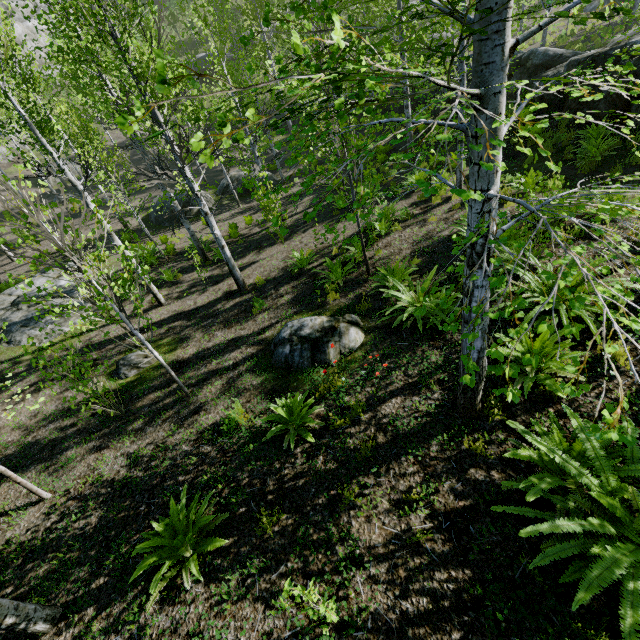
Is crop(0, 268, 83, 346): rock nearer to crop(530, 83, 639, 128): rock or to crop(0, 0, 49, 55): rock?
crop(530, 83, 639, 128): rock

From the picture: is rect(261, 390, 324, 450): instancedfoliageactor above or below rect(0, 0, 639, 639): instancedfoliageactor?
below

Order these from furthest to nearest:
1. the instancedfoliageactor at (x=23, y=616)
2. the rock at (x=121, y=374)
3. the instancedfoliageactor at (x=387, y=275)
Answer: the rock at (x=121, y=374)
the instancedfoliageactor at (x=23, y=616)
the instancedfoliageactor at (x=387, y=275)

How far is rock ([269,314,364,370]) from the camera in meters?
6.1 m

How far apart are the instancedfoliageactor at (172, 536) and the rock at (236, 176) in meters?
19.8

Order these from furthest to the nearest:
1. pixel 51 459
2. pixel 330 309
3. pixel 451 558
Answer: pixel 330 309 < pixel 51 459 < pixel 451 558

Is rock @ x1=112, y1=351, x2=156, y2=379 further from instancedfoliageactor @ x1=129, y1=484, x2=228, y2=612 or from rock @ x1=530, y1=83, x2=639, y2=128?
rock @ x1=530, y1=83, x2=639, y2=128

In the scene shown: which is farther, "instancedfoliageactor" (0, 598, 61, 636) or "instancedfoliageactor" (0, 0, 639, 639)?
"instancedfoliageactor" (0, 598, 61, 636)
